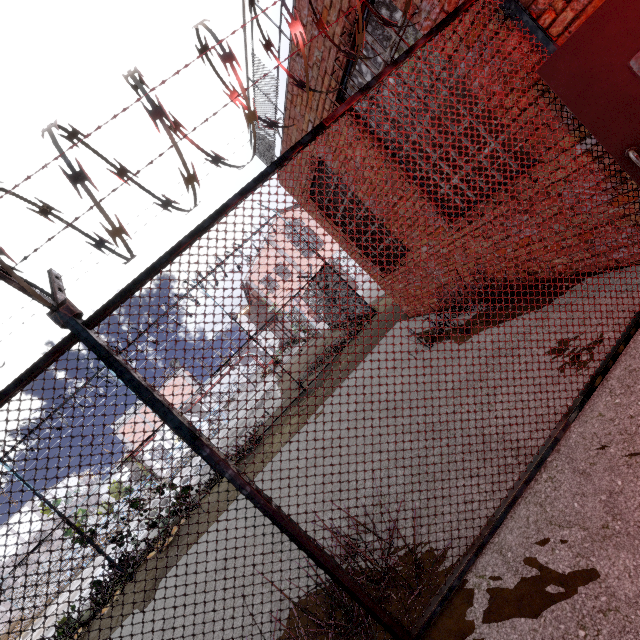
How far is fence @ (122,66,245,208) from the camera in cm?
166

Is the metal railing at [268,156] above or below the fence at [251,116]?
above

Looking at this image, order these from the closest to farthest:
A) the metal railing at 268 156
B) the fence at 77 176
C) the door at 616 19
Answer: the fence at 77 176
the door at 616 19
the metal railing at 268 156

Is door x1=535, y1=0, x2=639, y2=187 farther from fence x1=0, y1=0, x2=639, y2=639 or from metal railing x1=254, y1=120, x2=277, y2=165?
metal railing x1=254, y1=120, x2=277, y2=165

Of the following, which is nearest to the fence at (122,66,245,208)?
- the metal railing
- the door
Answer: the door

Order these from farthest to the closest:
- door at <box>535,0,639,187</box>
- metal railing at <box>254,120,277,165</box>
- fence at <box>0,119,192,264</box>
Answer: metal railing at <box>254,120,277,165</box> < door at <box>535,0,639,187</box> < fence at <box>0,119,192,264</box>

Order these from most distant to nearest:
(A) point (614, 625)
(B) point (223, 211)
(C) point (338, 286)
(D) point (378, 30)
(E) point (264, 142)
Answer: (C) point (338, 286), (E) point (264, 142), (D) point (378, 30), (B) point (223, 211), (A) point (614, 625)
